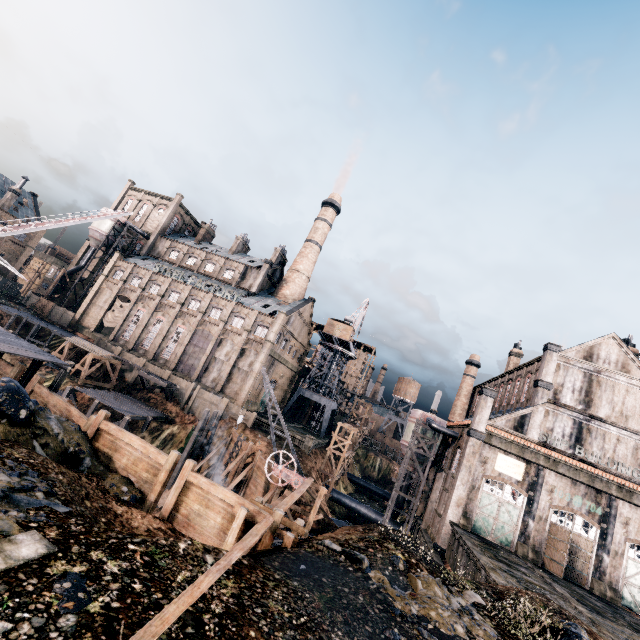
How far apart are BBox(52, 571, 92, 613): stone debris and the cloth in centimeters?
5840cm

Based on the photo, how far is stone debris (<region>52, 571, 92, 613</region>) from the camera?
5.7 meters

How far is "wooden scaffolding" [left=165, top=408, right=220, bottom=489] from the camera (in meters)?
32.47

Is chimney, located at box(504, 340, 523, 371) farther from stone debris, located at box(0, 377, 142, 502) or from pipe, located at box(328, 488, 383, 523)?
stone debris, located at box(0, 377, 142, 502)

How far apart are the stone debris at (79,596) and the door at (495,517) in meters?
33.6 m

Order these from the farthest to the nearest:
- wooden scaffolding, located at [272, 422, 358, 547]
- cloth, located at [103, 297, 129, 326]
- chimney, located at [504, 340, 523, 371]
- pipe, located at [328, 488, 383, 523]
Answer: cloth, located at [103, 297, 129, 326] → chimney, located at [504, 340, 523, 371] → pipe, located at [328, 488, 383, 523] → wooden scaffolding, located at [272, 422, 358, 547]

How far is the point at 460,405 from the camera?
59.06m

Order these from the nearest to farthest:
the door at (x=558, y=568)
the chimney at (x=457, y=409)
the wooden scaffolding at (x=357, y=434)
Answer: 1. the wooden scaffolding at (x=357, y=434)
2. the door at (x=558, y=568)
3. the chimney at (x=457, y=409)
